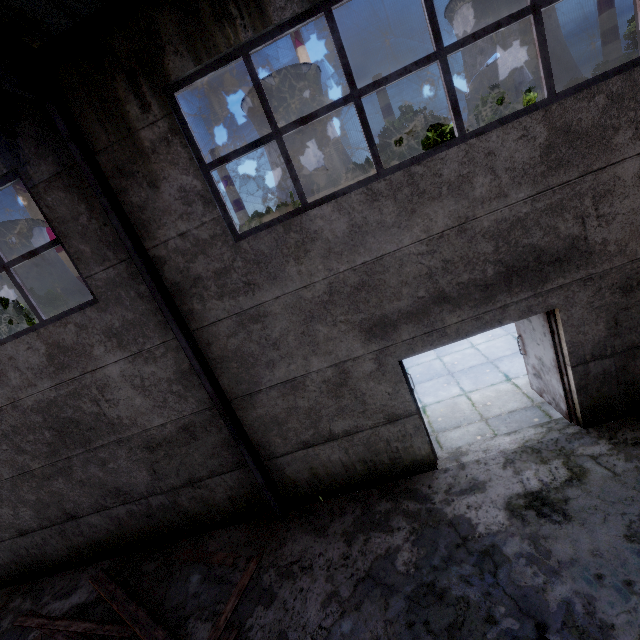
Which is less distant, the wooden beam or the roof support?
the roof support

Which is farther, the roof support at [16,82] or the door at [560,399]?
the door at [560,399]

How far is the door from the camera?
5.09m

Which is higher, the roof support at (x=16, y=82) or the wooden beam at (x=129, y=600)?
the roof support at (x=16, y=82)

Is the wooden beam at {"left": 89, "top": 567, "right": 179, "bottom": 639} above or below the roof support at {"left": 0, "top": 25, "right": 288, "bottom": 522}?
below

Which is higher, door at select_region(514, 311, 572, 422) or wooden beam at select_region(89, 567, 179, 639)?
door at select_region(514, 311, 572, 422)

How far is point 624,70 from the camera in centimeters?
381cm

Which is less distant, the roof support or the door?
the roof support
